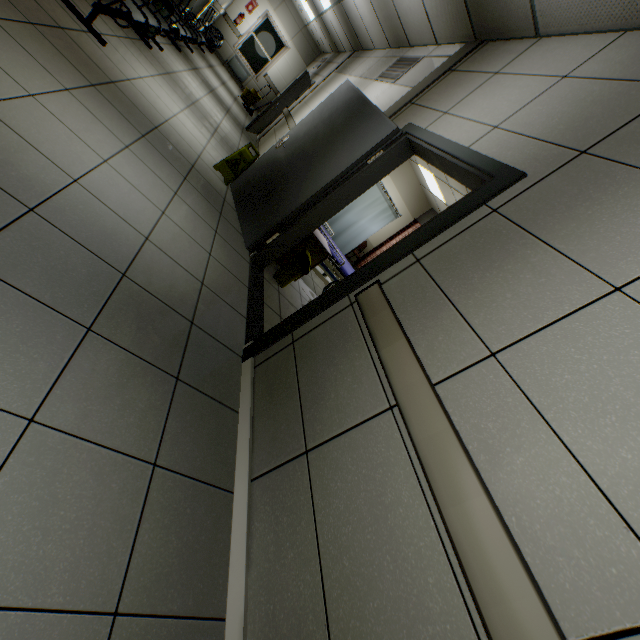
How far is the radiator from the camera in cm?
1234

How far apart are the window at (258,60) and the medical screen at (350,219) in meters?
10.5 m

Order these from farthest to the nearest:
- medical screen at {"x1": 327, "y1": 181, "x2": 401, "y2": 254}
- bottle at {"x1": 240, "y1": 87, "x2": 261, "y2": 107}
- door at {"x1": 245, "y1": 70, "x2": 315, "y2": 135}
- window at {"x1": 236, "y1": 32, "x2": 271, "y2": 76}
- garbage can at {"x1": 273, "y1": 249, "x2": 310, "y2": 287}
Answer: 1. window at {"x1": 236, "y1": 32, "x2": 271, "y2": 76}
2. bottle at {"x1": 240, "y1": 87, "x2": 261, "y2": 107}
3. door at {"x1": 245, "y1": 70, "x2": 315, "y2": 135}
4. medical screen at {"x1": 327, "y1": 181, "x2": 401, "y2": 254}
5. garbage can at {"x1": 273, "y1": 249, "x2": 310, "y2": 287}

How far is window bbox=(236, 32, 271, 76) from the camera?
12.2 meters

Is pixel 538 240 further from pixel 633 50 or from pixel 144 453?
pixel 144 453

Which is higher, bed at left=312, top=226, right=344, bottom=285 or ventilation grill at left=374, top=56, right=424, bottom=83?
ventilation grill at left=374, top=56, right=424, bottom=83

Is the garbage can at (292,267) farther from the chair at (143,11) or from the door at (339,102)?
the chair at (143,11)

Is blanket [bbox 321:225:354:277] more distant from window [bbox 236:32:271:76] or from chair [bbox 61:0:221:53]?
window [bbox 236:32:271:76]
